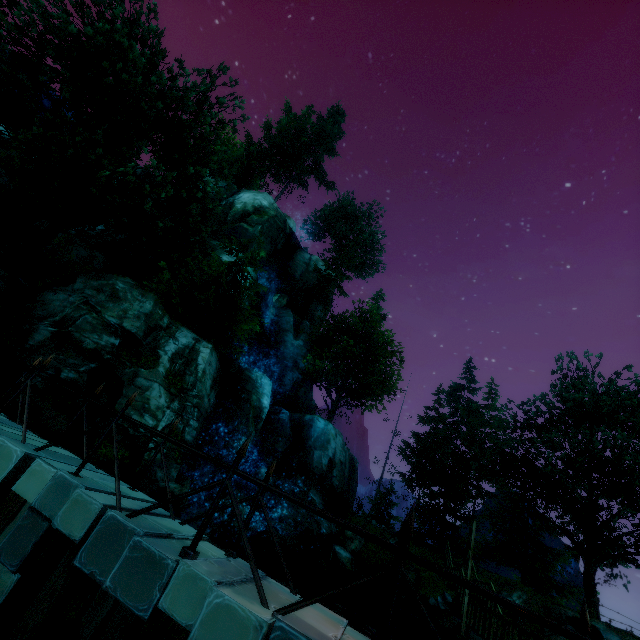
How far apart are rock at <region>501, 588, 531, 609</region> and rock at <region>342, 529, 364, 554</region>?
9.92m

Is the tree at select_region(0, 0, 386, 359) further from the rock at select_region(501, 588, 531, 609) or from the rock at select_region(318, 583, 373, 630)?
the rock at select_region(318, 583, 373, 630)

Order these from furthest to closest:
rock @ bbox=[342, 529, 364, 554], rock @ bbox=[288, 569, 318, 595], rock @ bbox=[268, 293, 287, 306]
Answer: rock @ bbox=[268, 293, 287, 306] → rock @ bbox=[342, 529, 364, 554] → rock @ bbox=[288, 569, 318, 595]

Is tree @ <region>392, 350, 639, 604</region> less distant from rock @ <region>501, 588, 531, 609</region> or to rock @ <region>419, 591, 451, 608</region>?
rock @ <region>501, 588, 531, 609</region>

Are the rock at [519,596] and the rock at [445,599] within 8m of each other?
yes

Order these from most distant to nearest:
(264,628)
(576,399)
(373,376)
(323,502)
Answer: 1. (373,376)
2. (323,502)
3. (576,399)
4. (264,628)

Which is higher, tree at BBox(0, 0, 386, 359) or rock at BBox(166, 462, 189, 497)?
tree at BBox(0, 0, 386, 359)

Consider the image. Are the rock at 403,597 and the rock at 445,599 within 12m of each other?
yes
